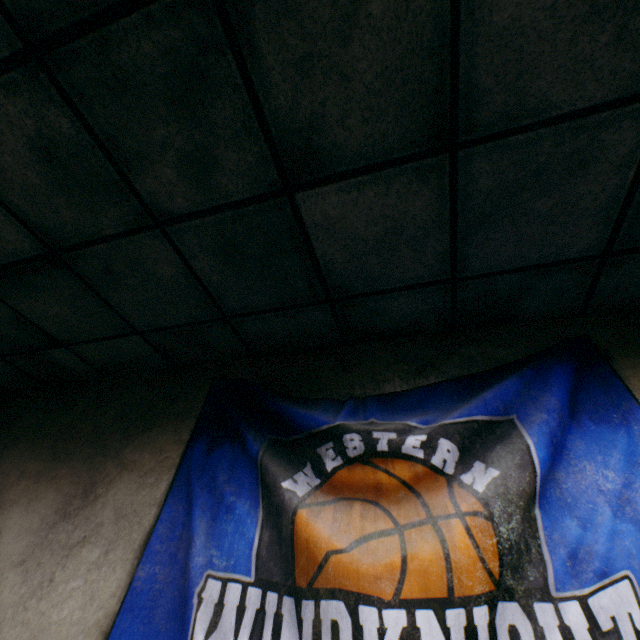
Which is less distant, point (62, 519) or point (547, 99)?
point (547, 99)
